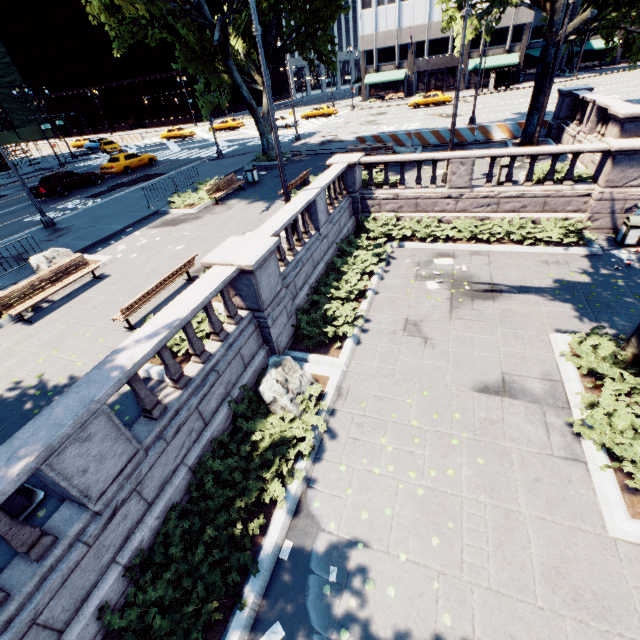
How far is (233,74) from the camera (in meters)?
20.53

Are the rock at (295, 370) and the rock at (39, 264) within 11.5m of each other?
yes

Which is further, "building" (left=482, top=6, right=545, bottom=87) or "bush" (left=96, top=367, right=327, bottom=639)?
"building" (left=482, top=6, right=545, bottom=87)

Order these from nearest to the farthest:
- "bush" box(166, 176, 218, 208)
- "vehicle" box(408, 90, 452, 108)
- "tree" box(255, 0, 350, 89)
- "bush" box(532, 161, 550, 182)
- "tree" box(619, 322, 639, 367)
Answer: "tree" box(619, 322, 639, 367), "bush" box(532, 161, 550, 182), "bush" box(166, 176, 218, 208), "tree" box(255, 0, 350, 89), "vehicle" box(408, 90, 452, 108)

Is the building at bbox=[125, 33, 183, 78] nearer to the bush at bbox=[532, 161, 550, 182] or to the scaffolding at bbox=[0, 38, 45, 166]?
the scaffolding at bbox=[0, 38, 45, 166]

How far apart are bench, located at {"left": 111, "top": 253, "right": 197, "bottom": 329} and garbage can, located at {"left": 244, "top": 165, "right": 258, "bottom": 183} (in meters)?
11.27

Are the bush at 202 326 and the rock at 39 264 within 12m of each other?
yes

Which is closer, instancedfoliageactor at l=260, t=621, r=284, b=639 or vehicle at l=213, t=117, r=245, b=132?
instancedfoliageactor at l=260, t=621, r=284, b=639
